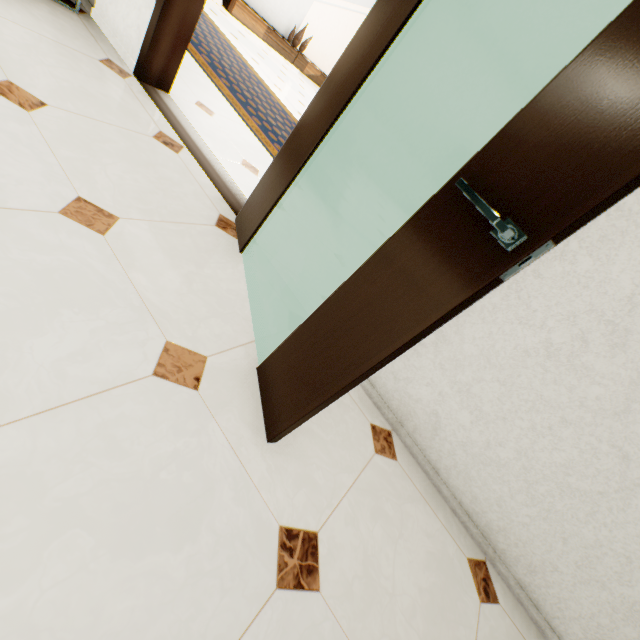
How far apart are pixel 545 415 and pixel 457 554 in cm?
77

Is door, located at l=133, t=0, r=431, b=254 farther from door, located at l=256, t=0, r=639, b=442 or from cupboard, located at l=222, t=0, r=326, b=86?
cupboard, located at l=222, t=0, r=326, b=86

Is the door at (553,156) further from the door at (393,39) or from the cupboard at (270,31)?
the cupboard at (270,31)

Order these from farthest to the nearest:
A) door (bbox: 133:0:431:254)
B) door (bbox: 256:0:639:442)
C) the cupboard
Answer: the cupboard
door (bbox: 133:0:431:254)
door (bbox: 256:0:639:442)

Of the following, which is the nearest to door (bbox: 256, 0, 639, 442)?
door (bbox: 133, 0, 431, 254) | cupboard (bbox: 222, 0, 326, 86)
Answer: door (bbox: 133, 0, 431, 254)

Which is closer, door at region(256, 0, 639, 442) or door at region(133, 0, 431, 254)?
door at region(256, 0, 639, 442)

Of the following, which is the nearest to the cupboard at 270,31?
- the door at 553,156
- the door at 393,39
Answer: the door at 393,39
